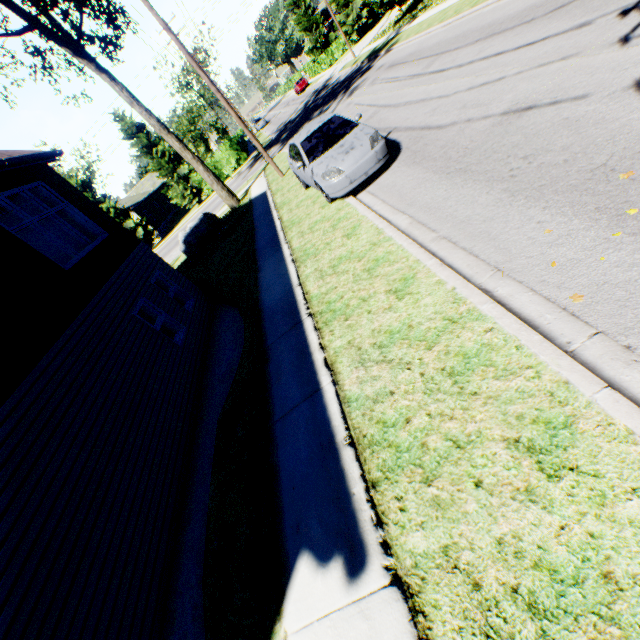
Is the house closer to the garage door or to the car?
the garage door

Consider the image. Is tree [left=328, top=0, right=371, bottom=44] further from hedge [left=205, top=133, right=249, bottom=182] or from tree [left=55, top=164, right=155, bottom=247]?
tree [left=55, top=164, right=155, bottom=247]

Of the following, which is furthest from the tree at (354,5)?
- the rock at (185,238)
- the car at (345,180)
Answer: the rock at (185,238)

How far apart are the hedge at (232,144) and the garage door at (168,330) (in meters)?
25.43

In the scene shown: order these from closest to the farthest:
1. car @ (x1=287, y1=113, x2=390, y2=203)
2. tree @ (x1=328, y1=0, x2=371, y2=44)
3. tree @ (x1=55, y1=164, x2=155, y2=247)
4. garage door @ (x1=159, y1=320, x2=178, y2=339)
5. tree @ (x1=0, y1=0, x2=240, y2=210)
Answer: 1. car @ (x1=287, y1=113, x2=390, y2=203)
2. garage door @ (x1=159, y1=320, x2=178, y2=339)
3. tree @ (x1=0, y1=0, x2=240, y2=210)
4. tree @ (x1=55, y1=164, x2=155, y2=247)
5. tree @ (x1=328, y1=0, x2=371, y2=44)

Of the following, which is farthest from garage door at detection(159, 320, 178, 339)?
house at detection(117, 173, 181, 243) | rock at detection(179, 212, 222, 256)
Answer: house at detection(117, 173, 181, 243)

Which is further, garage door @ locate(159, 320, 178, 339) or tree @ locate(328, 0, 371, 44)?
tree @ locate(328, 0, 371, 44)

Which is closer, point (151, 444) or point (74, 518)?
point (74, 518)
